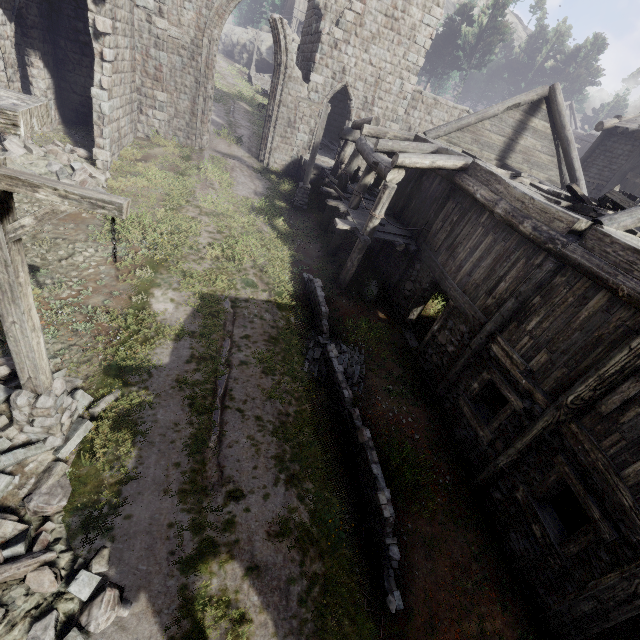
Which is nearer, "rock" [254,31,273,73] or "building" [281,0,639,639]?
"building" [281,0,639,639]

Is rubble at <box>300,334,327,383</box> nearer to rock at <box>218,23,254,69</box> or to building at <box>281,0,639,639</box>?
building at <box>281,0,639,639</box>

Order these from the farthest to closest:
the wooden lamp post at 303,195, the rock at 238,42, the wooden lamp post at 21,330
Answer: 1. the rock at 238,42
2. the wooden lamp post at 303,195
3. the wooden lamp post at 21,330

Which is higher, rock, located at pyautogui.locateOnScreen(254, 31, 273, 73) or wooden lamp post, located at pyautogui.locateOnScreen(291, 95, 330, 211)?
rock, located at pyautogui.locateOnScreen(254, 31, 273, 73)

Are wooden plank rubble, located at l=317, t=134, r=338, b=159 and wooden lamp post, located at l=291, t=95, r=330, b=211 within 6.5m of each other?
→ yes

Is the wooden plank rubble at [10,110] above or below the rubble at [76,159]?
above

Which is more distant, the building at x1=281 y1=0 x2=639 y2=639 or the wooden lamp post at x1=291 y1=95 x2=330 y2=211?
the wooden lamp post at x1=291 y1=95 x2=330 y2=211

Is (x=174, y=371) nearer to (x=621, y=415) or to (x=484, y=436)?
(x=484, y=436)
